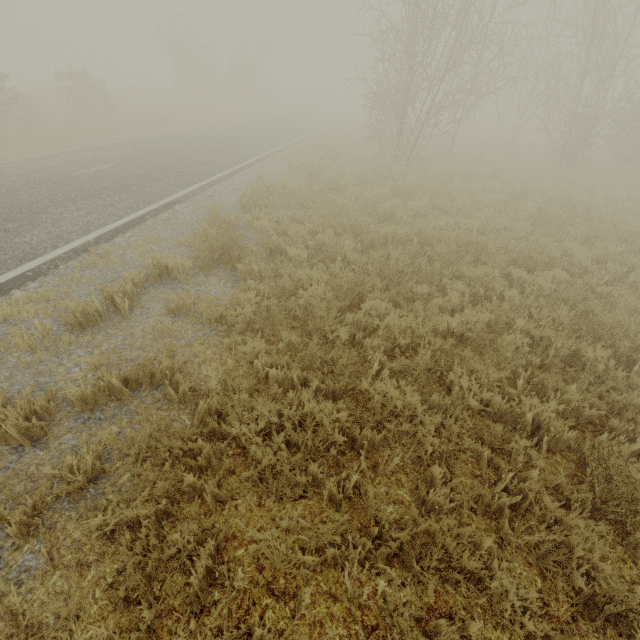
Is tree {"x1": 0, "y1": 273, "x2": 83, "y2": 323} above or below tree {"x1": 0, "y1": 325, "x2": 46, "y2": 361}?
below

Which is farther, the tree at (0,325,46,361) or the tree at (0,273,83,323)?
the tree at (0,273,83,323)

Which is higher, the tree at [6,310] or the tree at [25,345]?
the tree at [25,345]

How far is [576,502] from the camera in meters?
3.2 m

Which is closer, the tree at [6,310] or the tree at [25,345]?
the tree at [25,345]
